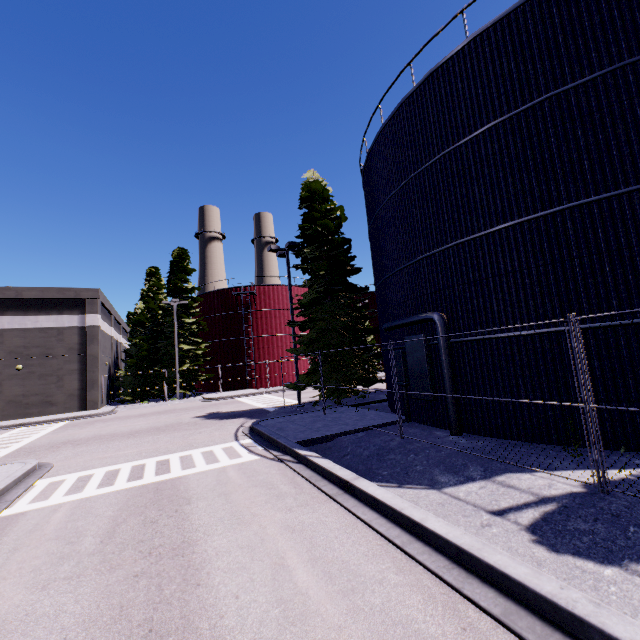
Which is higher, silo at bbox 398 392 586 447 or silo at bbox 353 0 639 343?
silo at bbox 353 0 639 343

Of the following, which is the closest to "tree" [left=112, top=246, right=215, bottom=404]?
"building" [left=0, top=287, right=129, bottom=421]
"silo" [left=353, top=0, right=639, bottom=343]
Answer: "building" [left=0, top=287, right=129, bottom=421]

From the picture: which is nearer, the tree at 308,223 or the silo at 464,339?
the silo at 464,339

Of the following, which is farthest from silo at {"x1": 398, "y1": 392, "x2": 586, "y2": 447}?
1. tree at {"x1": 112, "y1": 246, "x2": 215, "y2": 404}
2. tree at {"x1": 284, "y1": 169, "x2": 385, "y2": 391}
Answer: tree at {"x1": 112, "y1": 246, "x2": 215, "y2": 404}

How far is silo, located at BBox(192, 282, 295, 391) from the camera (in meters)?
37.25

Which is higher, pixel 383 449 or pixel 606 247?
pixel 606 247

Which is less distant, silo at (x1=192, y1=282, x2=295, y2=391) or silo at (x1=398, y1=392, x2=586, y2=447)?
silo at (x1=398, y1=392, x2=586, y2=447)

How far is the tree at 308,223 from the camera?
17.25m
